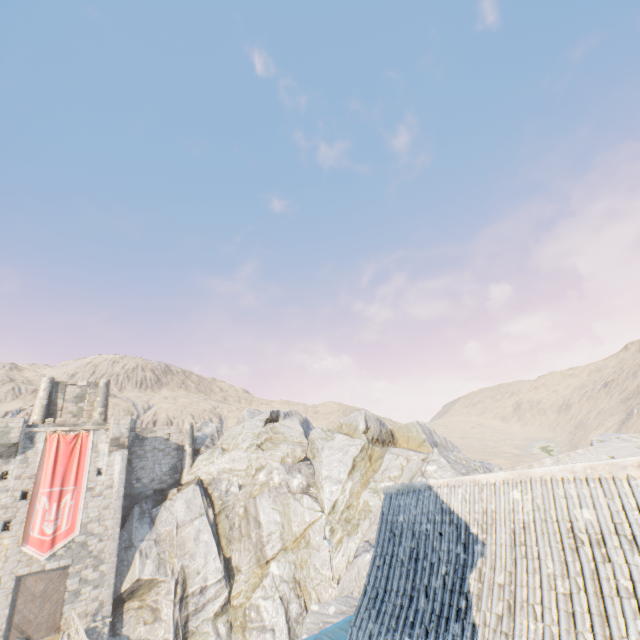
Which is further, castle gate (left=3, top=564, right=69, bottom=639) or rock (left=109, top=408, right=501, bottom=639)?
rock (left=109, top=408, right=501, bottom=639)

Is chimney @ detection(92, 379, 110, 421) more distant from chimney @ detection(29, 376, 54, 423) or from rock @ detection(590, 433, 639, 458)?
rock @ detection(590, 433, 639, 458)

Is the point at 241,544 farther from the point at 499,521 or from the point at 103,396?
the point at 499,521

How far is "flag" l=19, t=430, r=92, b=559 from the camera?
23.5m

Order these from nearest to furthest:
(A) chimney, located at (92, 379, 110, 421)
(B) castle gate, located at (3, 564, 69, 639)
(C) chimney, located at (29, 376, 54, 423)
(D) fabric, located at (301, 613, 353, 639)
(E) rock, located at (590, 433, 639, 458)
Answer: (D) fabric, located at (301, 613, 353, 639), (B) castle gate, located at (3, 564, 69, 639), (E) rock, located at (590, 433, 639, 458), (C) chimney, located at (29, 376, 54, 423), (A) chimney, located at (92, 379, 110, 421)

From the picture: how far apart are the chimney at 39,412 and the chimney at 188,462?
11.9 meters

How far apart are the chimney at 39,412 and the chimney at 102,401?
3.2 meters

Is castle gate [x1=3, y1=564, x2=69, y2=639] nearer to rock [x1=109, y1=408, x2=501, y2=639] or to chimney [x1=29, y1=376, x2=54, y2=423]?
rock [x1=109, y1=408, x2=501, y2=639]
